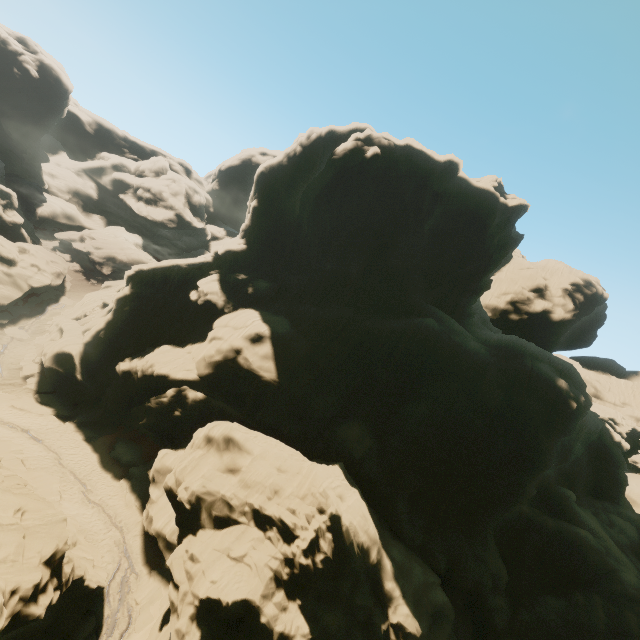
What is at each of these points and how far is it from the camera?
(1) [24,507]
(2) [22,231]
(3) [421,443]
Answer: (1) rock, 15.4m
(2) rock, 52.6m
(3) rock, 29.1m

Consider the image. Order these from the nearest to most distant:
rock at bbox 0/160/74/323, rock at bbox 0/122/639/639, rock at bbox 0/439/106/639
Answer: rock at bbox 0/439/106/639
rock at bbox 0/122/639/639
rock at bbox 0/160/74/323

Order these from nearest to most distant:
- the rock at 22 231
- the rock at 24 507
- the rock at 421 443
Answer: the rock at 24 507 → the rock at 421 443 → the rock at 22 231

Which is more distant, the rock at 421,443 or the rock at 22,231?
the rock at 22,231

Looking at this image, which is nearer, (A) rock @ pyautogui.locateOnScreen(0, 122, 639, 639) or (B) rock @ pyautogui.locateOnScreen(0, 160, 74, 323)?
(A) rock @ pyautogui.locateOnScreen(0, 122, 639, 639)
